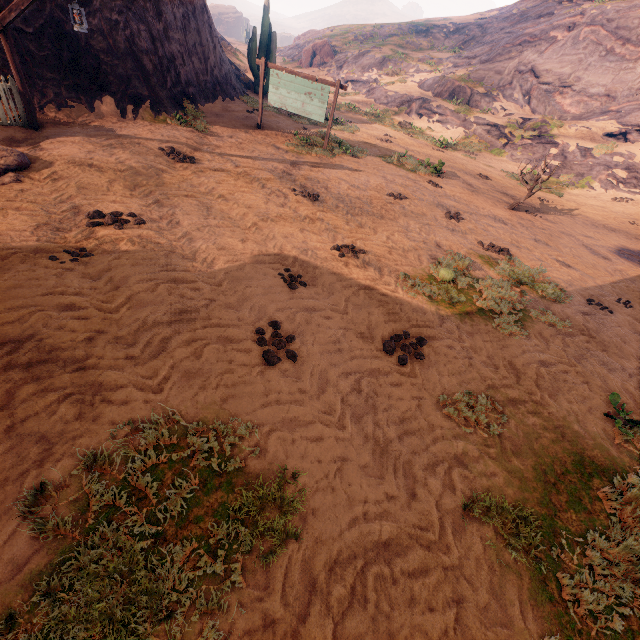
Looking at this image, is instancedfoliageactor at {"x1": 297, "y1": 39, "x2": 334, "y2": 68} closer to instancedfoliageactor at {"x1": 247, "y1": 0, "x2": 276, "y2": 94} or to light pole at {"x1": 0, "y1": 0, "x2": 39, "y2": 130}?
instancedfoliageactor at {"x1": 247, "y1": 0, "x2": 276, "y2": 94}

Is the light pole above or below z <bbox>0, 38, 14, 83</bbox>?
above

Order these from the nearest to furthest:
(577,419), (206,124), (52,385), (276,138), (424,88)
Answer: (52,385), (577,419), (206,124), (276,138), (424,88)

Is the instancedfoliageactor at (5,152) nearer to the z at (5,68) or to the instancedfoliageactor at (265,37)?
the z at (5,68)

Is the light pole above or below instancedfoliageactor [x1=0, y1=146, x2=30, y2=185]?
above

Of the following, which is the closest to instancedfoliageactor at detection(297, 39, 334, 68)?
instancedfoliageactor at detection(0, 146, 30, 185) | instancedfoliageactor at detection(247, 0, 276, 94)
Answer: instancedfoliageactor at detection(247, 0, 276, 94)

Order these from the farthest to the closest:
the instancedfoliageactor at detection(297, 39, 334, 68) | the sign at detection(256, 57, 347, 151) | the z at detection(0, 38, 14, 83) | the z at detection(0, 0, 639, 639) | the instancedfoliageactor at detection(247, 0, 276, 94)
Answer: the instancedfoliageactor at detection(297, 39, 334, 68) → the instancedfoliageactor at detection(247, 0, 276, 94) → the sign at detection(256, 57, 347, 151) → the z at detection(0, 38, 14, 83) → the z at detection(0, 0, 639, 639)

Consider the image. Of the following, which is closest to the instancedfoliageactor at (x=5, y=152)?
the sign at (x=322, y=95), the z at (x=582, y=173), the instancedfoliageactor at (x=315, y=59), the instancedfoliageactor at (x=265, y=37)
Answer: the z at (x=582, y=173)
